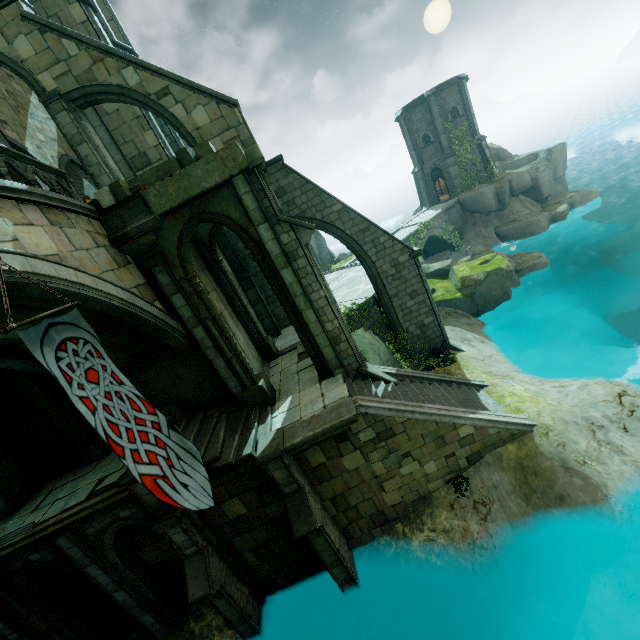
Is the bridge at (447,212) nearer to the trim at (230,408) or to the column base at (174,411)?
the trim at (230,408)

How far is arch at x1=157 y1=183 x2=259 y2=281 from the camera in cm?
923

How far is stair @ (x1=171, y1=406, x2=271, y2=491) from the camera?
9.0 meters

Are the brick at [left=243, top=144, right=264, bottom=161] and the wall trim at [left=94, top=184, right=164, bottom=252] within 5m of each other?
yes

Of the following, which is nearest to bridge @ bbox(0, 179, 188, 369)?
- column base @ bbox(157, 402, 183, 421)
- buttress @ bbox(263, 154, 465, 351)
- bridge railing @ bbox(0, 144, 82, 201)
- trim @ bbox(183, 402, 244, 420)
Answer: bridge railing @ bbox(0, 144, 82, 201)

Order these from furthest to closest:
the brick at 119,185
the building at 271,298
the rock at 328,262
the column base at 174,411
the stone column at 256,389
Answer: the rock at 328,262 < the building at 271,298 < the column base at 174,411 < the stone column at 256,389 < the brick at 119,185

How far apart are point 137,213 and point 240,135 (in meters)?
5.56

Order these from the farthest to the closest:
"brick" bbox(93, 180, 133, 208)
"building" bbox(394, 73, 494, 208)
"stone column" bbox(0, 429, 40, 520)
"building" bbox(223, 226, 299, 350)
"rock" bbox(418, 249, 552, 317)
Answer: "building" bbox(394, 73, 494, 208) < "rock" bbox(418, 249, 552, 317) < "building" bbox(223, 226, 299, 350) < "stone column" bbox(0, 429, 40, 520) < "brick" bbox(93, 180, 133, 208)
